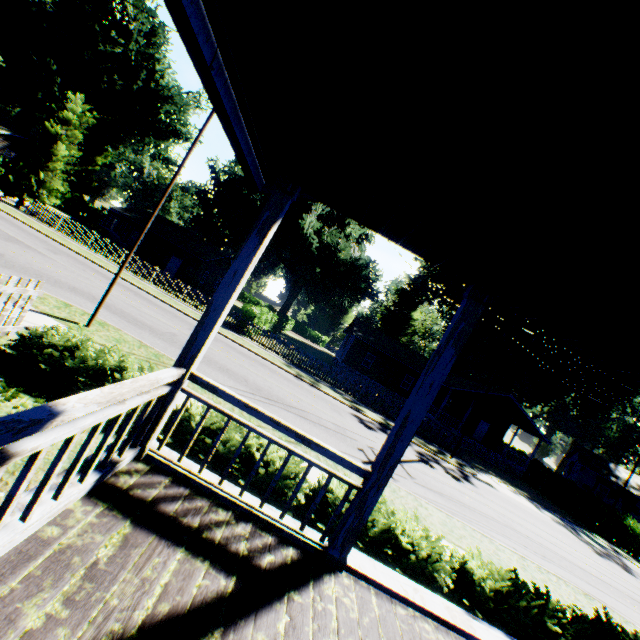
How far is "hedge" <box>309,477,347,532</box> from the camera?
5.6 meters

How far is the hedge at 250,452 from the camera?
5.5m

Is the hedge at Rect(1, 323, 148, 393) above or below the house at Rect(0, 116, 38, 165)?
below

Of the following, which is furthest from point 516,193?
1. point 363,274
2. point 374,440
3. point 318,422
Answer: point 363,274

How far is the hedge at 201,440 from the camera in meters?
5.5

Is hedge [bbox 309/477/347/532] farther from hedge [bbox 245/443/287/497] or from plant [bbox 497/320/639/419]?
plant [bbox 497/320/639/419]

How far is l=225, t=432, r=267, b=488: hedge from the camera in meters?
5.5 m
